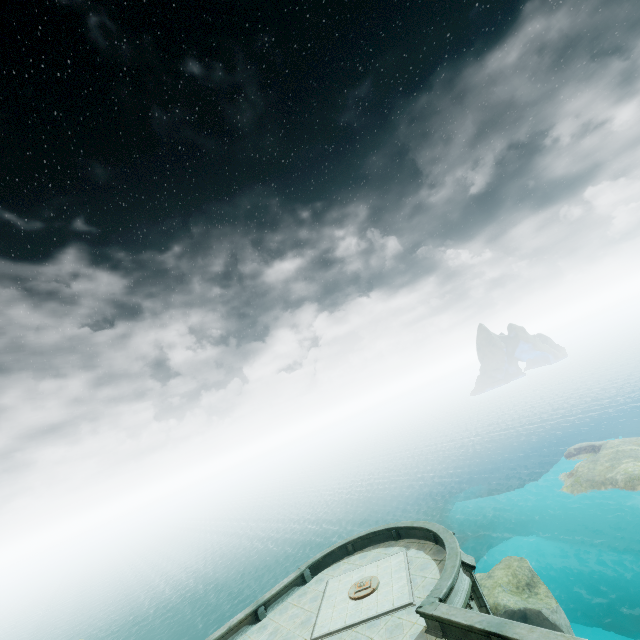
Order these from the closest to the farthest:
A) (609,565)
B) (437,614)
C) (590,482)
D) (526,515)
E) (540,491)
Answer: (437,614), (609,565), (590,482), (526,515), (540,491)
